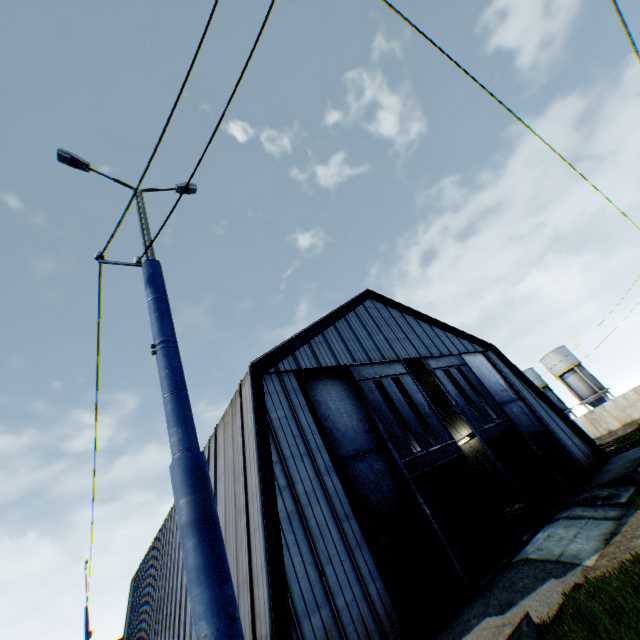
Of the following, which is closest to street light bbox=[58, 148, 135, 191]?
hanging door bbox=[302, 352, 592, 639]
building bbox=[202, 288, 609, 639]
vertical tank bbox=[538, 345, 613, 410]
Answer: building bbox=[202, 288, 609, 639]

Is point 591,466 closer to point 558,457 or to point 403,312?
point 558,457

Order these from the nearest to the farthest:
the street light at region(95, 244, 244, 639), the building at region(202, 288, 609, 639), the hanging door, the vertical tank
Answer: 1. the street light at region(95, 244, 244, 639)
2. the building at region(202, 288, 609, 639)
3. the hanging door
4. the vertical tank

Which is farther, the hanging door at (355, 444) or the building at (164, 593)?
the building at (164, 593)

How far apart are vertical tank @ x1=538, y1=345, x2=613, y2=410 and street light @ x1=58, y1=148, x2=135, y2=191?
56.25m

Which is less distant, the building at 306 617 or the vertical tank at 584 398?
the building at 306 617

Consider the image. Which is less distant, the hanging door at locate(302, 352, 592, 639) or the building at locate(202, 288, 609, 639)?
the building at locate(202, 288, 609, 639)

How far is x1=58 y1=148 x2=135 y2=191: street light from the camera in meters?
5.0 m
